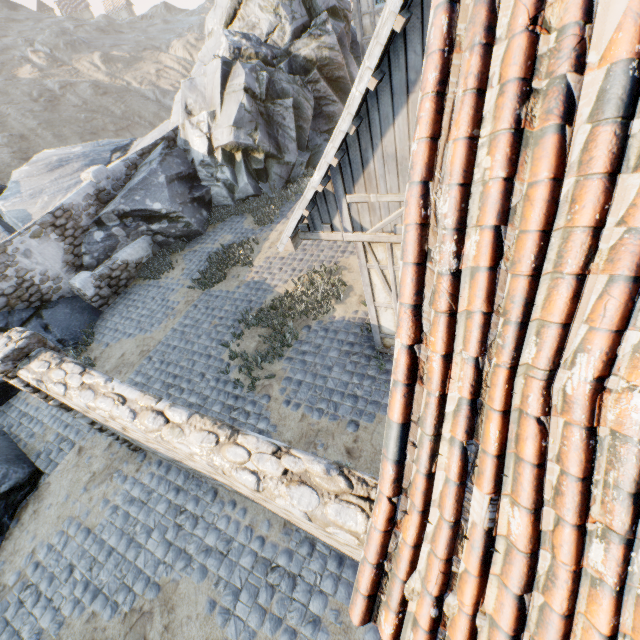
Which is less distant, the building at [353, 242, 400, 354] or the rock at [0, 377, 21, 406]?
the building at [353, 242, 400, 354]

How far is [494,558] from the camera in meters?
1.7 m

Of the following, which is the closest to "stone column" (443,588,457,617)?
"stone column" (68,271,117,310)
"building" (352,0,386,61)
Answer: "stone column" (68,271,117,310)

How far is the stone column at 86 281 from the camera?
10.30m

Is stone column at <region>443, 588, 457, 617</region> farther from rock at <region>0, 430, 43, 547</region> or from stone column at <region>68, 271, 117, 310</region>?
stone column at <region>68, 271, 117, 310</region>

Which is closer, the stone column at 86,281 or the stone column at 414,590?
the stone column at 414,590

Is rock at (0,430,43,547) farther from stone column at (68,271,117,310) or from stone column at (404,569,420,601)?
stone column at (404,569,420,601)

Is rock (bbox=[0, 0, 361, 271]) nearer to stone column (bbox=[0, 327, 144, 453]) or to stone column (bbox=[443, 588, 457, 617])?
stone column (bbox=[0, 327, 144, 453])
